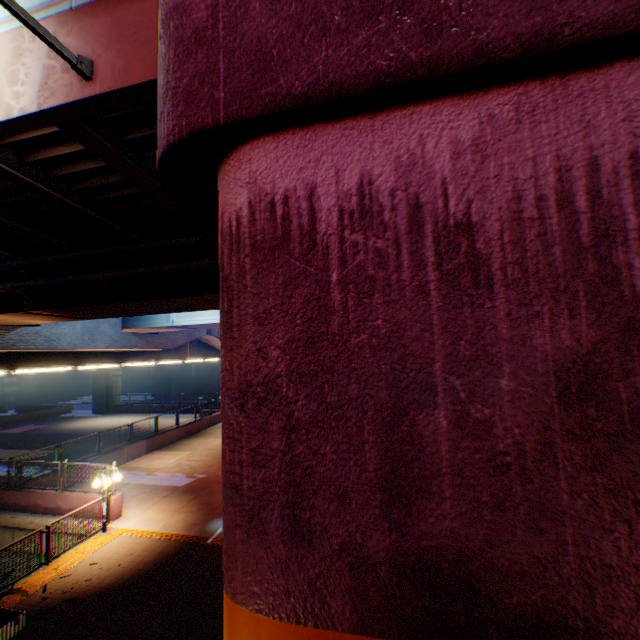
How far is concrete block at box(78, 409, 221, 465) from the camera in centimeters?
1877cm

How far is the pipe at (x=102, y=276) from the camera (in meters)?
6.49

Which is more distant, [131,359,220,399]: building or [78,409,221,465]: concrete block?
[131,359,220,399]: building

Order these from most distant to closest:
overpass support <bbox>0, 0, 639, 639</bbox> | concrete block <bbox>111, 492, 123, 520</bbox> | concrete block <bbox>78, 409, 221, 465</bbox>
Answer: concrete block <bbox>78, 409, 221, 465</bbox> < concrete block <bbox>111, 492, 123, 520</bbox> < overpass support <bbox>0, 0, 639, 639</bbox>

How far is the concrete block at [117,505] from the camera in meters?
12.8 m

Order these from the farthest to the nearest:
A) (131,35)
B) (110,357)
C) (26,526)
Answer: (110,357) → (26,526) → (131,35)

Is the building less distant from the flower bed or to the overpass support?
the overpass support
